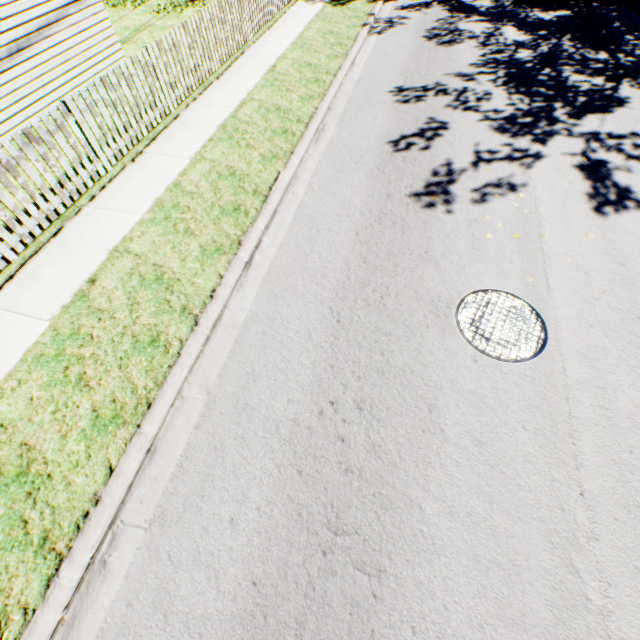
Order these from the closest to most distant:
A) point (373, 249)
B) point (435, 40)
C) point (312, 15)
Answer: point (373, 249)
point (435, 40)
point (312, 15)
